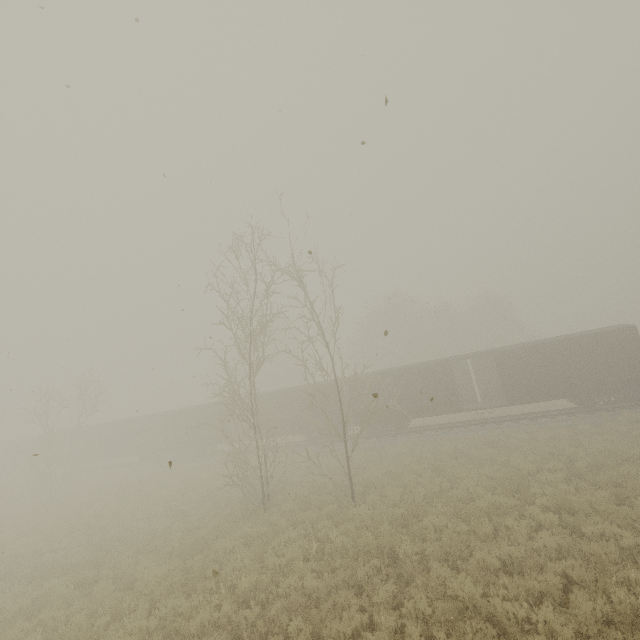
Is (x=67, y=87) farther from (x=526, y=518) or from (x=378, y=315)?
(x=378, y=315)

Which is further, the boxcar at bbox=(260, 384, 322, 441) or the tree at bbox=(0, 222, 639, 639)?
the boxcar at bbox=(260, 384, 322, 441)

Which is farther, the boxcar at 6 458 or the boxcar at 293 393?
the boxcar at 6 458

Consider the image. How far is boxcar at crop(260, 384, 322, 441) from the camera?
26.5 meters

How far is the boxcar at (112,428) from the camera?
30.03m

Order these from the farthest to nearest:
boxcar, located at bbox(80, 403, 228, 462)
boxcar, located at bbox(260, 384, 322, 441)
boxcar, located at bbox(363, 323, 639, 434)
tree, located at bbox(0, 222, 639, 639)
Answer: boxcar, located at bbox(80, 403, 228, 462)
boxcar, located at bbox(260, 384, 322, 441)
boxcar, located at bbox(363, 323, 639, 434)
tree, located at bbox(0, 222, 639, 639)

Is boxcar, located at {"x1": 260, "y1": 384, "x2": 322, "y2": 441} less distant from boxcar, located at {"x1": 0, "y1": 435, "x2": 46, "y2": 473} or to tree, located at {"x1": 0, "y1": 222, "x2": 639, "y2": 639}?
Answer: boxcar, located at {"x1": 0, "y1": 435, "x2": 46, "y2": 473}
